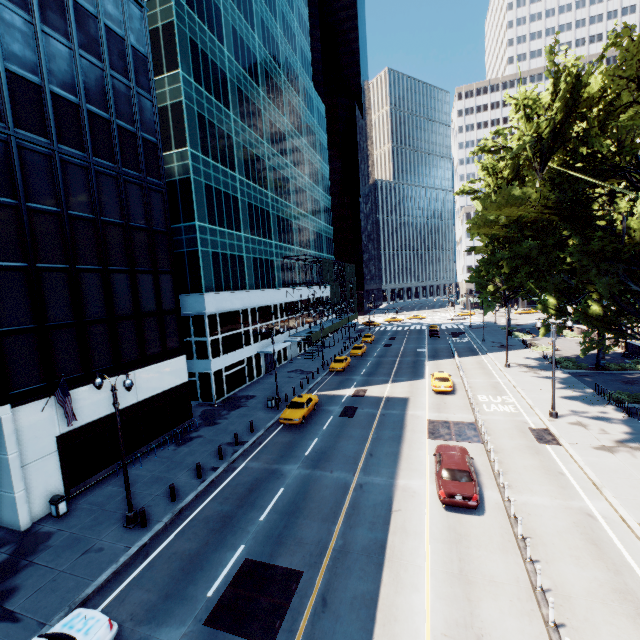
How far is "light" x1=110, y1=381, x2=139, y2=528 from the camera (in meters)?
14.92

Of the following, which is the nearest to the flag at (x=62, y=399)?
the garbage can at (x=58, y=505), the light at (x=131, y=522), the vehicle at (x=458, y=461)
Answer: the light at (x=131, y=522)

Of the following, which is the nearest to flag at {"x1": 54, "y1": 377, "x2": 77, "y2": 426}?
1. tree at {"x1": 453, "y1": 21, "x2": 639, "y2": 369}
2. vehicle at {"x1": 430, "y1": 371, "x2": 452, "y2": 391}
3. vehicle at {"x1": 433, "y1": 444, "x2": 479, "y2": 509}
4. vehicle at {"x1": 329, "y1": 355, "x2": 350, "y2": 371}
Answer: vehicle at {"x1": 433, "y1": 444, "x2": 479, "y2": 509}

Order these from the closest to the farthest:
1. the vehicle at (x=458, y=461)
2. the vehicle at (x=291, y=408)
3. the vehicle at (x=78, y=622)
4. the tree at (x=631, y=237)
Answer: the vehicle at (x=78, y=622) < the vehicle at (x=458, y=461) < the tree at (x=631, y=237) < the vehicle at (x=291, y=408)

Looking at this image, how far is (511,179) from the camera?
26.7m

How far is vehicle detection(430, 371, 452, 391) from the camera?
30.1 meters

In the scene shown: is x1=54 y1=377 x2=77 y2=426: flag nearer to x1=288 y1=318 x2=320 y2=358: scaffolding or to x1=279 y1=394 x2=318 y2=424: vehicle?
x1=279 y1=394 x2=318 y2=424: vehicle

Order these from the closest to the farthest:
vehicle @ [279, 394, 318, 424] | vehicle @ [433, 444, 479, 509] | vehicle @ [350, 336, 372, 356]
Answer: vehicle @ [433, 444, 479, 509], vehicle @ [279, 394, 318, 424], vehicle @ [350, 336, 372, 356]
